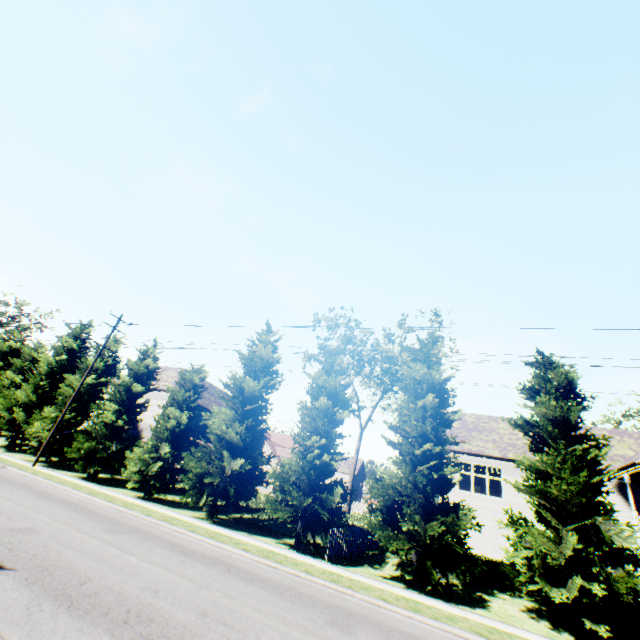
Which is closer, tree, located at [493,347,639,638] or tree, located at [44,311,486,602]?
tree, located at [493,347,639,638]

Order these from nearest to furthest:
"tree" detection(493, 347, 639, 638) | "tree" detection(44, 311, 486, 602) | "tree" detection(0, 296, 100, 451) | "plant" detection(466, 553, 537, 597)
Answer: "tree" detection(493, 347, 639, 638) < "plant" detection(466, 553, 537, 597) < "tree" detection(44, 311, 486, 602) < "tree" detection(0, 296, 100, 451)

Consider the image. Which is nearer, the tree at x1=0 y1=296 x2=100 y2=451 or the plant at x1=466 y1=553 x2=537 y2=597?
the plant at x1=466 y1=553 x2=537 y2=597

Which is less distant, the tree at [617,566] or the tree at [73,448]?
the tree at [617,566]

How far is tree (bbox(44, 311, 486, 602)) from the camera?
13.98m

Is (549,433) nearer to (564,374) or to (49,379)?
(564,374)

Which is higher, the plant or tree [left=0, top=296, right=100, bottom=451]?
tree [left=0, top=296, right=100, bottom=451]

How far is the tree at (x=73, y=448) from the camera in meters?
14.0
